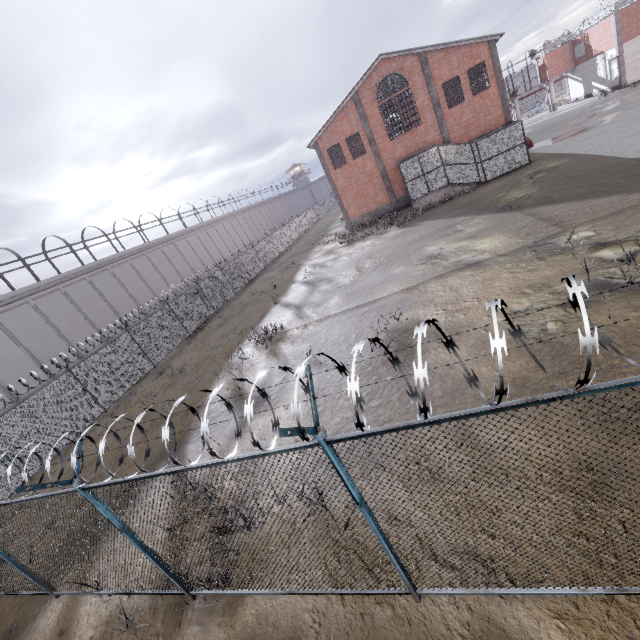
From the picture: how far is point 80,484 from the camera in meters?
4.5
